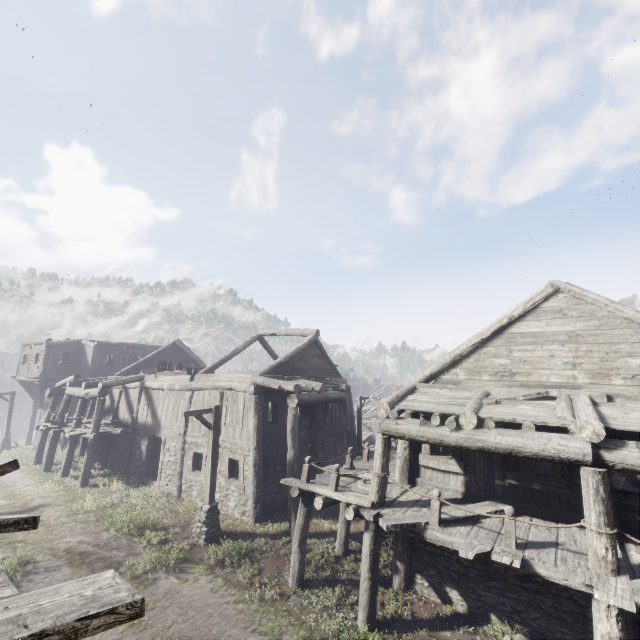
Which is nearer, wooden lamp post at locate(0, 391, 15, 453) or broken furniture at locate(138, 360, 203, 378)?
broken furniture at locate(138, 360, 203, 378)

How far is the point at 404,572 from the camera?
9.5m

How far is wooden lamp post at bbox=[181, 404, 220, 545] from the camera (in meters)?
11.57

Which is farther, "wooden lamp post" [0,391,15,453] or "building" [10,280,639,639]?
"wooden lamp post" [0,391,15,453]

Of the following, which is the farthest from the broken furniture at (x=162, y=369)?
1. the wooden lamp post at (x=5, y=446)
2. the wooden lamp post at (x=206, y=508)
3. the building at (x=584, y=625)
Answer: the wooden lamp post at (x=5, y=446)

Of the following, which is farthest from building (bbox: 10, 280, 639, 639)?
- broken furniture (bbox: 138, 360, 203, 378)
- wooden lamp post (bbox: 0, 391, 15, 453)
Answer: wooden lamp post (bbox: 0, 391, 15, 453)

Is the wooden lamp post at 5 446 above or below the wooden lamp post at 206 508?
below

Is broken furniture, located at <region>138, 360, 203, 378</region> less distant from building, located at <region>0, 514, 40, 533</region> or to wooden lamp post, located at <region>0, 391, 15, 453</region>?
building, located at <region>0, 514, 40, 533</region>
